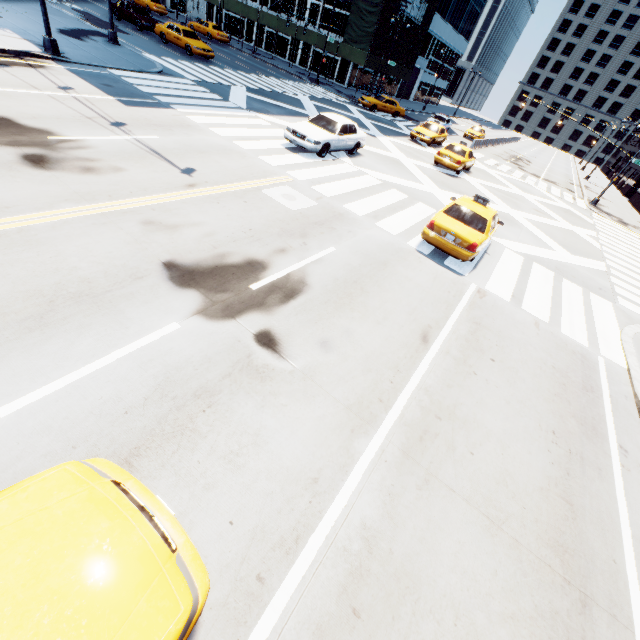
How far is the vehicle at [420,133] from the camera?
25.50m

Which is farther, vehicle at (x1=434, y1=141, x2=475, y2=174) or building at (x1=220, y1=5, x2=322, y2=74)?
building at (x1=220, y1=5, x2=322, y2=74)

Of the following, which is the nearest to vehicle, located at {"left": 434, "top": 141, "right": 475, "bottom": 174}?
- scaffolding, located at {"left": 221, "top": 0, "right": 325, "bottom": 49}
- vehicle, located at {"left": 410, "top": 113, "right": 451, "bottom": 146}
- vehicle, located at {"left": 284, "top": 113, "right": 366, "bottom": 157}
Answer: vehicle, located at {"left": 410, "top": 113, "right": 451, "bottom": 146}

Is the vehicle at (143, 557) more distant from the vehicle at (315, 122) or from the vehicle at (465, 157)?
the vehicle at (465, 157)

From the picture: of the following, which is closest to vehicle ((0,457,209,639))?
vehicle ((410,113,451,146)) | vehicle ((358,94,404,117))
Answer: vehicle ((410,113,451,146))

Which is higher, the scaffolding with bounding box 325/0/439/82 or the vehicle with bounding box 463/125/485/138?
the scaffolding with bounding box 325/0/439/82

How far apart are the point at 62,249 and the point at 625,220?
38.90m

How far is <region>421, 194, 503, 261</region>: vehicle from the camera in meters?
9.7
